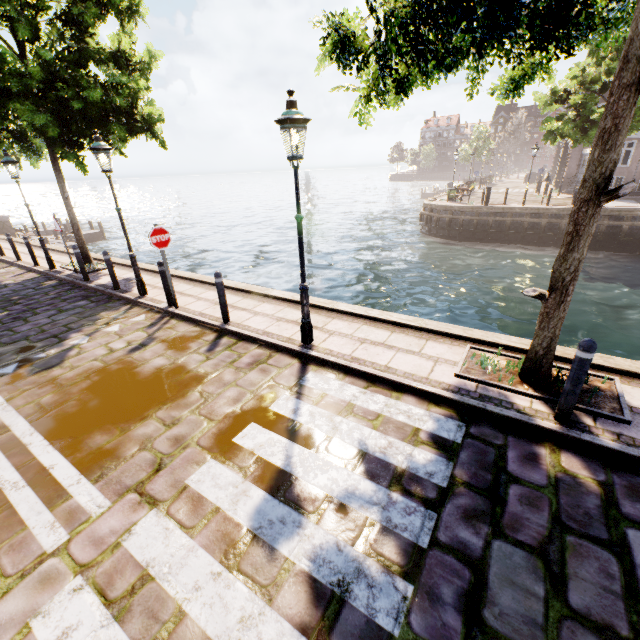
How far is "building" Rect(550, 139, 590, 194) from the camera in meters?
26.9

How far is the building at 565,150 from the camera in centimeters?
2691cm

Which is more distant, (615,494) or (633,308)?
(633,308)

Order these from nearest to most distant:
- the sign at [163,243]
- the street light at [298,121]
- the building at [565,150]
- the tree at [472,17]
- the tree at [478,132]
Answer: the tree at [472,17]
the street light at [298,121]
the sign at [163,243]
the building at [565,150]
the tree at [478,132]

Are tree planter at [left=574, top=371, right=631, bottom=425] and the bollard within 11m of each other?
yes

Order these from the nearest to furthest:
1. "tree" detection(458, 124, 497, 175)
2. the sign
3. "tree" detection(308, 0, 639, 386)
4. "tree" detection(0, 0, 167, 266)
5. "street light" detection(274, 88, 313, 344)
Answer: "tree" detection(308, 0, 639, 386), "street light" detection(274, 88, 313, 344), the sign, "tree" detection(0, 0, 167, 266), "tree" detection(458, 124, 497, 175)

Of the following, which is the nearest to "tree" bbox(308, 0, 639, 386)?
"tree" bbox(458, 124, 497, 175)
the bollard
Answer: the bollard

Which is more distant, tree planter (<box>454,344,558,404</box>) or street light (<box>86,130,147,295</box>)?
street light (<box>86,130,147,295</box>)
